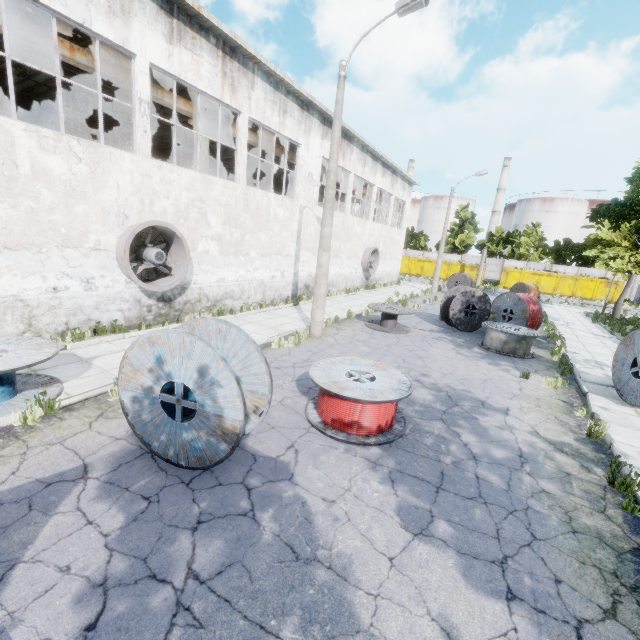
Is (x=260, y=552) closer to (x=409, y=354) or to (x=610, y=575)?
(x=610, y=575)

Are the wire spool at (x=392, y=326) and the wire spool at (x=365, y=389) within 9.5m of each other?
yes

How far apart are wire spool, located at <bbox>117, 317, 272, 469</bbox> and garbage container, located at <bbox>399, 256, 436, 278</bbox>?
43.3 meters

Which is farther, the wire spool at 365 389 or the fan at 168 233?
the fan at 168 233

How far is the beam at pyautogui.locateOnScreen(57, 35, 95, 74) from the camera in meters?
9.8 m

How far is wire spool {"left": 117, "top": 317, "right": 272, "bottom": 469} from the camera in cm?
422

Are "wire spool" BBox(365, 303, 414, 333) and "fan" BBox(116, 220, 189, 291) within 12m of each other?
yes

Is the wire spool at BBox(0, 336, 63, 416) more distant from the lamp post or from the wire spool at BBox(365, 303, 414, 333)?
the wire spool at BBox(365, 303, 414, 333)
